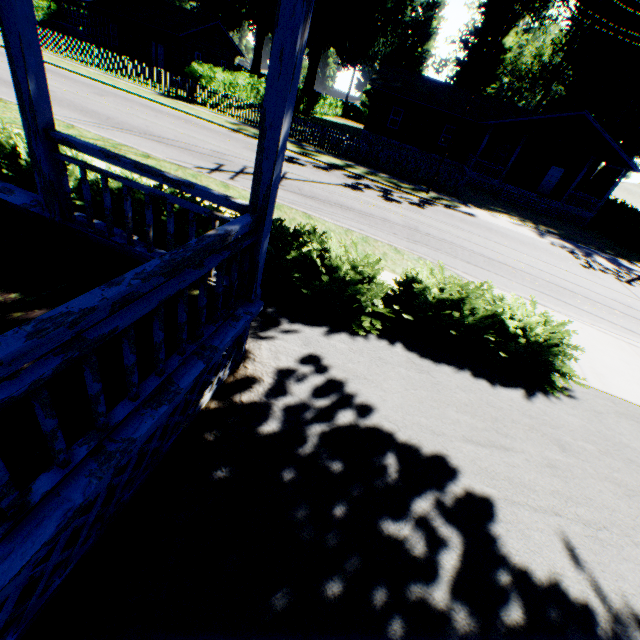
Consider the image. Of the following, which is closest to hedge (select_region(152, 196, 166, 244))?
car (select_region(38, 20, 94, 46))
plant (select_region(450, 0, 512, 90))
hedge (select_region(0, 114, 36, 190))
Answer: hedge (select_region(0, 114, 36, 190))

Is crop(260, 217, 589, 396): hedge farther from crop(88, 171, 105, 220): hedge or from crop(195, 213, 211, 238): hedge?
crop(88, 171, 105, 220): hedge

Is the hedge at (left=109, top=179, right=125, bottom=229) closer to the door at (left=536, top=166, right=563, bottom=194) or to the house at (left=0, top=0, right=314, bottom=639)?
the house at (left=0, top=0, right=314, bottom=639)

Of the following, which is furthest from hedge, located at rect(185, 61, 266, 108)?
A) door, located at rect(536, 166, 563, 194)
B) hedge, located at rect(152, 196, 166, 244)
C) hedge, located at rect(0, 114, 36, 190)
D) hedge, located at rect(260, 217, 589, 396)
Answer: door, located at rect(536, 166, 563, 194)

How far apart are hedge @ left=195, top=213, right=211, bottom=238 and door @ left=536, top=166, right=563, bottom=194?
33.58m

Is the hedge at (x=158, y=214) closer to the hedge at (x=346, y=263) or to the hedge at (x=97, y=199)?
the hedge at (x=97, y=199)

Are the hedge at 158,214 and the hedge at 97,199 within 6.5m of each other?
yes

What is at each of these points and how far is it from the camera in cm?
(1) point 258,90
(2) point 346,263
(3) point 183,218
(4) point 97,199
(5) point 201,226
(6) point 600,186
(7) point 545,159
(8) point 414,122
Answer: (1) hedge, 2655
(2) hedge, 563
(3) hedge, 593
(4) hedge, 607
(5) hedge, 577
(6) plant, 4341
(7) house, 2802
(8) house, 2927
